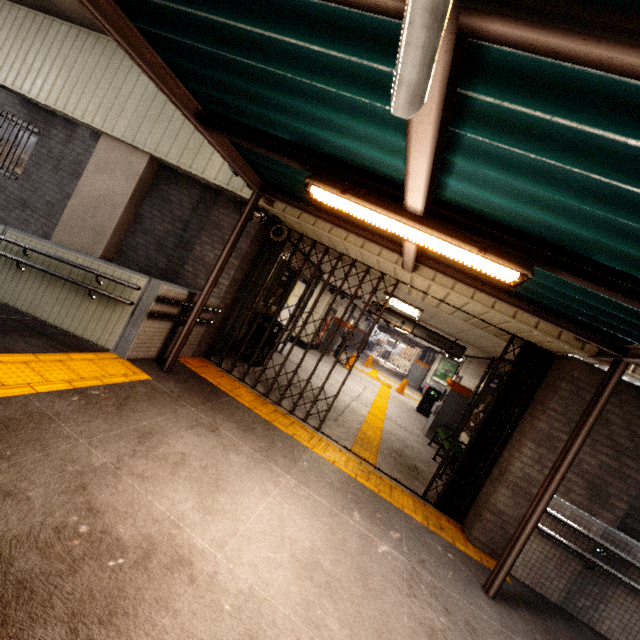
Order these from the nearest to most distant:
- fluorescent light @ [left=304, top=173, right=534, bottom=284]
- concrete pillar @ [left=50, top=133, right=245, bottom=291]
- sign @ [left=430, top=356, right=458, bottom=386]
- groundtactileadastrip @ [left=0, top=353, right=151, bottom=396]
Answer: fluorescent light @ [left=304, top=173, right=534, bottom=284] < groundtactileadastrip @ [left=0, top=353, right=151, bottom=396] < concrete pillar @ [left=50, top=133, right=245, bottom=291] < sign @ [left=430, top=356, right=458, bottom=386]

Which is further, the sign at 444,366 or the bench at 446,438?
the sign at 444,366

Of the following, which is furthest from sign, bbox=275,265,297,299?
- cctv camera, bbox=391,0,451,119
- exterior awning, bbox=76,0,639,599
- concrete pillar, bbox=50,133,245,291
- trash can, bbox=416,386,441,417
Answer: trash can, bbox=416,386,441,417

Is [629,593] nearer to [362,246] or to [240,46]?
[362,246]

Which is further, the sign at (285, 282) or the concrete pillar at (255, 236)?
the sign at (285, 282)

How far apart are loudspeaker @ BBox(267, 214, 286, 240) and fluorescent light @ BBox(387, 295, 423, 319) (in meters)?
3.03

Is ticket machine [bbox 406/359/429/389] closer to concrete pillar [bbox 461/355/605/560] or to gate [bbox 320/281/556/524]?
concrete pillar [bbox 461/355/605/560]

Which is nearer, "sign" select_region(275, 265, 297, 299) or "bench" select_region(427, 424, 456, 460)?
→ "bench" select_region(427, 424, 456, 460)
